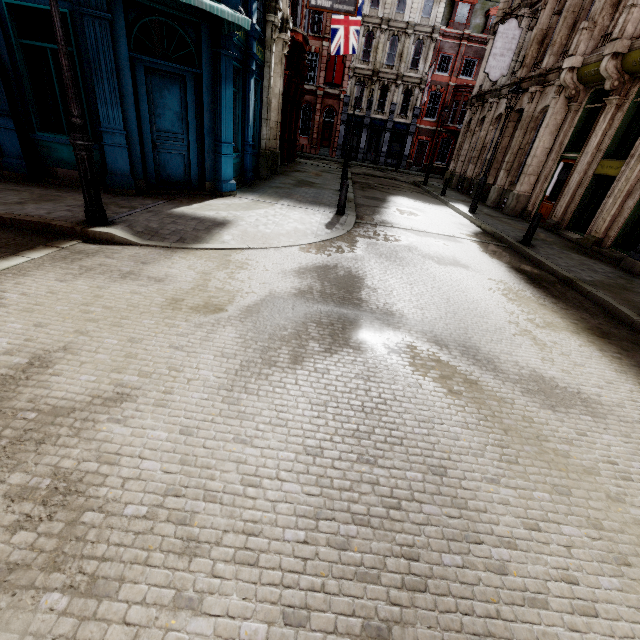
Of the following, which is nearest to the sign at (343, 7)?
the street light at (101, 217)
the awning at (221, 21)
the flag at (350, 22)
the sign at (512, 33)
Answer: the awning at (221, 21)

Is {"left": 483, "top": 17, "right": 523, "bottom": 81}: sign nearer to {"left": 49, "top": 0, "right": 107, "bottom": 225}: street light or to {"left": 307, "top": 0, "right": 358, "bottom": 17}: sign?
{"left": 307, "top": 0, "right": 358, "bottom": 17}: sign

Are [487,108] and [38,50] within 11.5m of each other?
no

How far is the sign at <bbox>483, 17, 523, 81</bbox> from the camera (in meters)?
15.96

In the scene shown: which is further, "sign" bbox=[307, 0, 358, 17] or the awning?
"sign" bbox=[307, 0, 358, 17]

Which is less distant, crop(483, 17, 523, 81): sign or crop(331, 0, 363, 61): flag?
crop(483, 17, 523, 81): sign

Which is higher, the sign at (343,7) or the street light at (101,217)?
the sign at (343,7)

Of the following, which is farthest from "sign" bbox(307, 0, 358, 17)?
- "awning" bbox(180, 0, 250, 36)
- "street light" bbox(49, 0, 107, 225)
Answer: "street light" bbox(49, 0, 107, 225)
